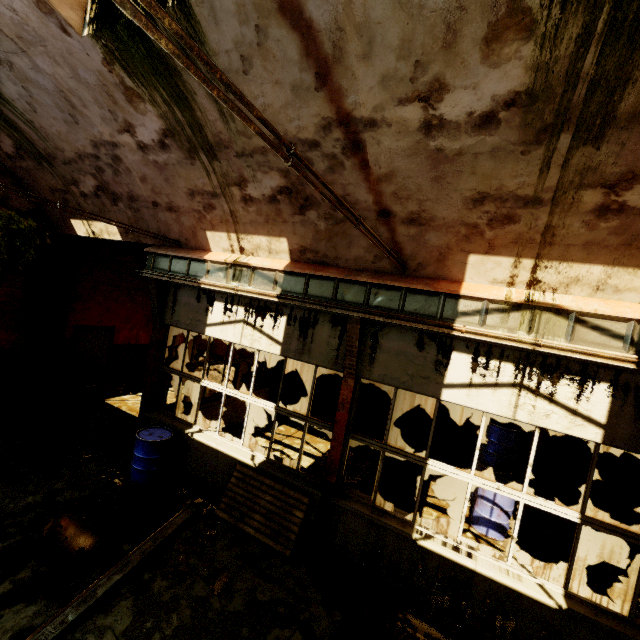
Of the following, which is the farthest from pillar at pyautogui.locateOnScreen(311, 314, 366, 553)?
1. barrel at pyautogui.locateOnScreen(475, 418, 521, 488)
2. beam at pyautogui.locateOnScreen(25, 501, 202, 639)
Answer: barrel at pyautogui.locateOnScreen(475, 418, 521, 488)

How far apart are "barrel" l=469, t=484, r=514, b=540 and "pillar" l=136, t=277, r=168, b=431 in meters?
7.8 m

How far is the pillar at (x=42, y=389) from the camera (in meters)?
9.38

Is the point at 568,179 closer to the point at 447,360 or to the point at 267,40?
the point at 447,360

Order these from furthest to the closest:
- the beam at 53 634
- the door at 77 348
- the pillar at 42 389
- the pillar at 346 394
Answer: the door at 77 348 < the pillar at 42 389 < the pillar at 346 394 < the beam at 53 634

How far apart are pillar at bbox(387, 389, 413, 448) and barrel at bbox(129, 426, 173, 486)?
6.1m

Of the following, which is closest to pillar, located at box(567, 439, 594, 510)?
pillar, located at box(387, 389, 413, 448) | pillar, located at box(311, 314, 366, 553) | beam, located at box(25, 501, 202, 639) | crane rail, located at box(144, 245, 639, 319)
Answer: pillar, located at box(387, 389, 413, 448)

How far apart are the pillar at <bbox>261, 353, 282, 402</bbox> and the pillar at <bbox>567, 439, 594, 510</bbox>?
9.1 meters
